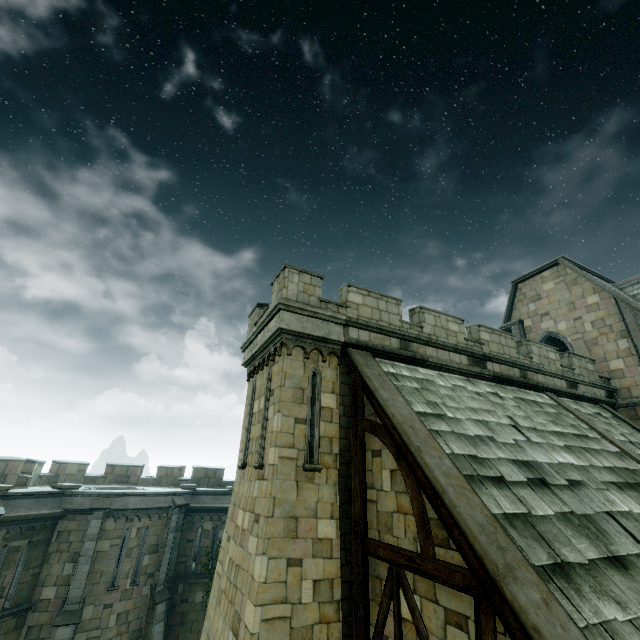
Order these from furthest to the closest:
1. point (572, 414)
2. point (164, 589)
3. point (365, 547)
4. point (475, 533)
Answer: point (164, 589), point (572, 414), point (365, 547), point (475, 533)
